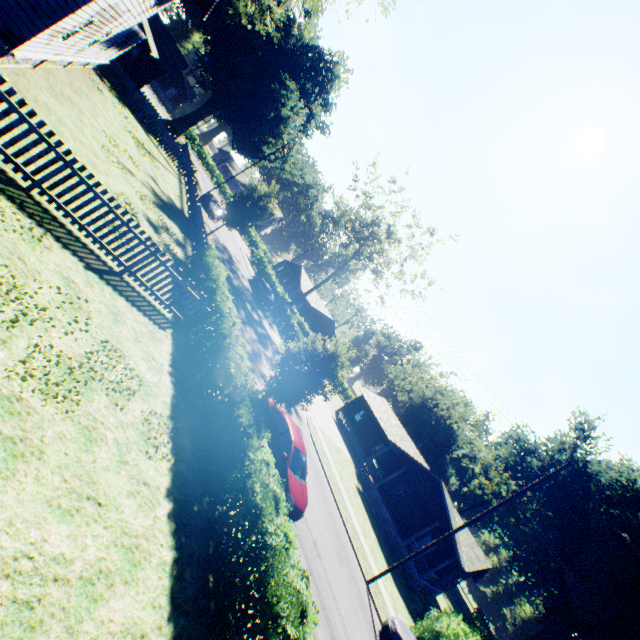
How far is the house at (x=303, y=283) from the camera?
55.4m

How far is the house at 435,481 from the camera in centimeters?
2759cm

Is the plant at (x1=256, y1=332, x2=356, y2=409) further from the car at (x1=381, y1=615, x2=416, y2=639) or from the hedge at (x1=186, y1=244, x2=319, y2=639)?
the car at (x1=381, y1=615, x2=416, y2=639)

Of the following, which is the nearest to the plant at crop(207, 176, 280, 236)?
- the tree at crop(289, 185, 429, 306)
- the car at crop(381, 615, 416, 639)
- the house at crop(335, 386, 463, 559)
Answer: the car at crop(381, 615, 416, 639)

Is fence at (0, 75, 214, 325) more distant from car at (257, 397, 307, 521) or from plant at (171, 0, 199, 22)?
car at (257, 397, 307, 521)

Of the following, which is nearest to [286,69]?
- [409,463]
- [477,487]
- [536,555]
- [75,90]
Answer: [75,90]

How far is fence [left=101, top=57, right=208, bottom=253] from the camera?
22.5m

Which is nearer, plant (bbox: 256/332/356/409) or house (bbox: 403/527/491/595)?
plant (bbox: 256/332/356/409)
